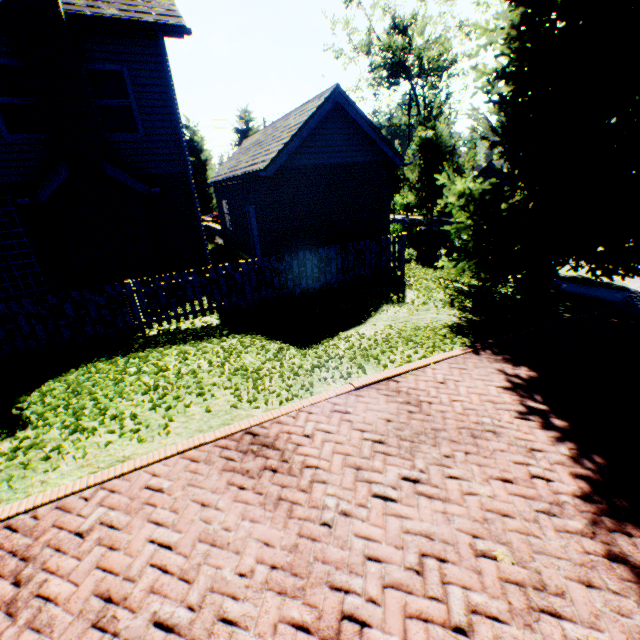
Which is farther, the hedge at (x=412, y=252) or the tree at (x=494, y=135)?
the hedge at (x=412, y=252)

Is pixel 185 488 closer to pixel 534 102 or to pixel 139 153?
pixel 139 153

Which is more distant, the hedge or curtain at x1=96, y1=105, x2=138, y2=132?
the hedge

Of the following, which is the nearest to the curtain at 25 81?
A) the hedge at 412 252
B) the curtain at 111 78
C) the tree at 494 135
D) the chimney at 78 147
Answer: the chimney at 78 147

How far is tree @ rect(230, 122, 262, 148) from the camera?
32.91m

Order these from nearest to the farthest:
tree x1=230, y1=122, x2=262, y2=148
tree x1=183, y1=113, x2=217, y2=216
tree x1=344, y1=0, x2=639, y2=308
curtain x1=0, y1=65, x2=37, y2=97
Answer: tree x1=344, y1=0, x2=639, y2=308 < curtain x1=0, y1=65, x2=37, y2=97 < tree x1=183, y1=113, x2=217, y2=216 < tree x1=230, y1=122, x2=262, y2=148

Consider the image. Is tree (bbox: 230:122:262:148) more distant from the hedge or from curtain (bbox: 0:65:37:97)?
curtain (bbox: 0:65:37:97)
